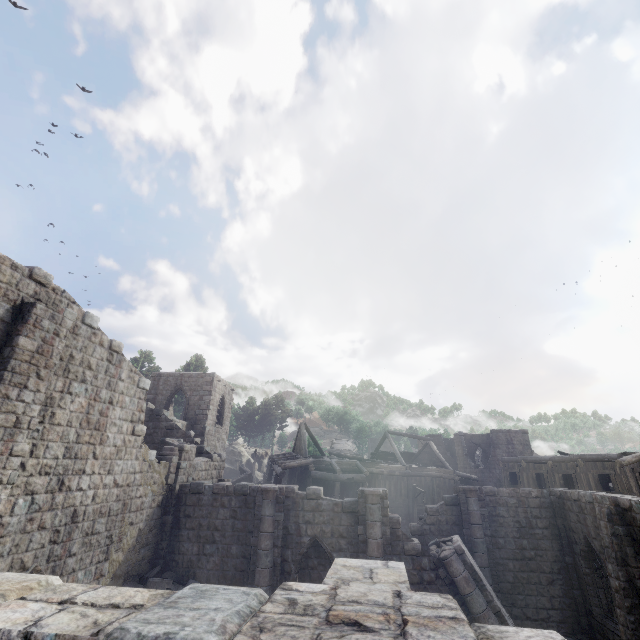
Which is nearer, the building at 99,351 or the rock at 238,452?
the building at 99,351

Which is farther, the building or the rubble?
the rubble

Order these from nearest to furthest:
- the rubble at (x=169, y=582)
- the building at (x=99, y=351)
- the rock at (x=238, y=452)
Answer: the building at (x=99, y=351)
the rubble at (x=169, y=582)
the rock at (x=238, y=452)

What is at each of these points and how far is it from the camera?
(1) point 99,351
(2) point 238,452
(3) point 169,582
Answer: (1) building, 11.7m
(2) rock, 47.2m
(3) rubble, 12.8m

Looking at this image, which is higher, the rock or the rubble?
the rock

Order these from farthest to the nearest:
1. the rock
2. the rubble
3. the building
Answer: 1. the rock
2. the rubble
3. the building

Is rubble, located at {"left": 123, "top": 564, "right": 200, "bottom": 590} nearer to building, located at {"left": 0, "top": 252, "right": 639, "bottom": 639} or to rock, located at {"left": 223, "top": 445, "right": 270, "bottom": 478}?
building, located at {"left": 0, "top": 252, "right": 639, "bottom": 639}

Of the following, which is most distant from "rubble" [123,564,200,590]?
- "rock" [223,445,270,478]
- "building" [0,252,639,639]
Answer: "rock" [223,445,270,478]
